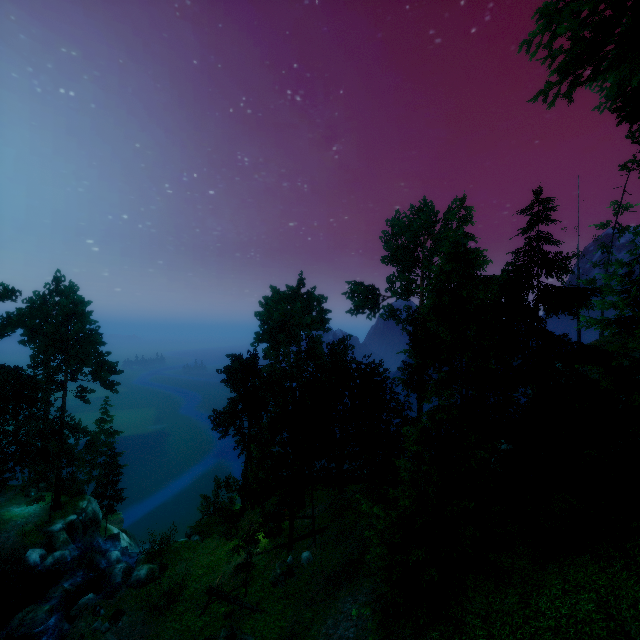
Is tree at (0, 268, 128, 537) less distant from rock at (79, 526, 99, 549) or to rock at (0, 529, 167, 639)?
rock at (79, 526, 99, 549)

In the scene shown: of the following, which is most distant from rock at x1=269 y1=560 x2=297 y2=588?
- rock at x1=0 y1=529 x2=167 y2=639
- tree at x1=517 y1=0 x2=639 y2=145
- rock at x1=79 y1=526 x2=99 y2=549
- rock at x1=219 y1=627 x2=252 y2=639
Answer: rock at x1=79 y1=526 x2=99 y2=549

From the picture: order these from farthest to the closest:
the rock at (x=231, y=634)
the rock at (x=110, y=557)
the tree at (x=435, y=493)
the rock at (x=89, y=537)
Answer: the rock at (x=89, y=537) → the rock at (x=110, y=557) → the rock at (x=231, y=634) → the tree at (x=435, y=493)

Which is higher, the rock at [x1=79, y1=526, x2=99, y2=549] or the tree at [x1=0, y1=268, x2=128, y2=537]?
the tree at [x1=0, y1=268, x2=128, y2=537]

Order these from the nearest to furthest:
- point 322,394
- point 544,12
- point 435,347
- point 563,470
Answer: point 544,12 → point 563,470 → point 435,347 → point 322,394

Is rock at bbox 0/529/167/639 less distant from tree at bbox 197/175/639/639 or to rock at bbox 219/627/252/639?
tree at bbox 197/175/639/639

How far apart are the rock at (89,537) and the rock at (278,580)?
24.92m

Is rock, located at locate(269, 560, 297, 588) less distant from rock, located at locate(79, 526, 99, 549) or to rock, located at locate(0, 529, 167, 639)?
rock, located at locate(0, 529, 167, 639)
